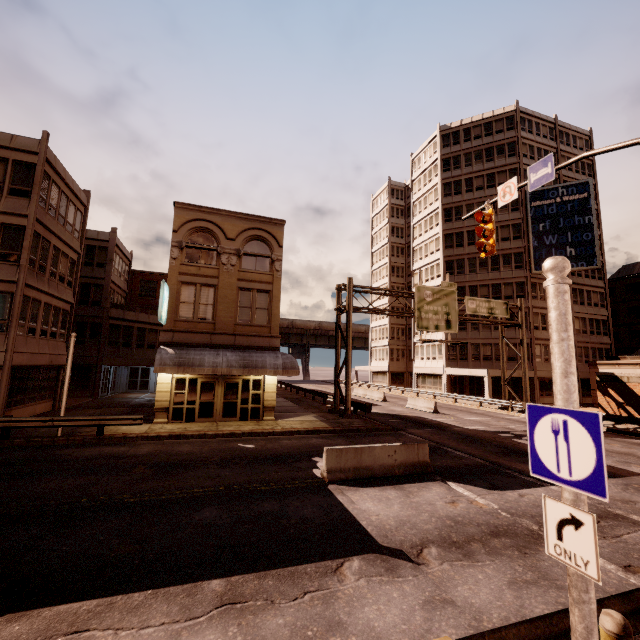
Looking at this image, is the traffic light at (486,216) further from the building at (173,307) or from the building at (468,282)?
the building at (468,282)

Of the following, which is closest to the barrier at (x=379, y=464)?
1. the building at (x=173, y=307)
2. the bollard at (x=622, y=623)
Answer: the bollard at (x=622, y=623)

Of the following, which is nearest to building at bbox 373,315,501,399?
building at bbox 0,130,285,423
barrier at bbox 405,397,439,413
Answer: barrier at bbox 405,397,439,413

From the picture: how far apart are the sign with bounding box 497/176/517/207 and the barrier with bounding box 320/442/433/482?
8.7 meters

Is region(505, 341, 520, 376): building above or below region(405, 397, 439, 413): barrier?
above

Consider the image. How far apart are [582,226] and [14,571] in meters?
49.7 m

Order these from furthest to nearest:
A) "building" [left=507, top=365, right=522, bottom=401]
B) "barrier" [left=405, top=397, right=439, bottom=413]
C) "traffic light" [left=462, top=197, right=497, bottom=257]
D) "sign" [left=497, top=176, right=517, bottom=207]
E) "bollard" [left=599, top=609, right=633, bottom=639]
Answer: "building" [left=507, top=365, right=522, bottom=401], "barrier" [left=405, top=397, right=439, bottom=413], "traffic light" [left=462, top=197, right=497, bottom=257], "sign" [left=497, top=176, right=517, bottom=207], "bollard" [left=599, top=609, right=633, bottom=639]

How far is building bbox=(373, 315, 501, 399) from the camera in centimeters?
3944cm
